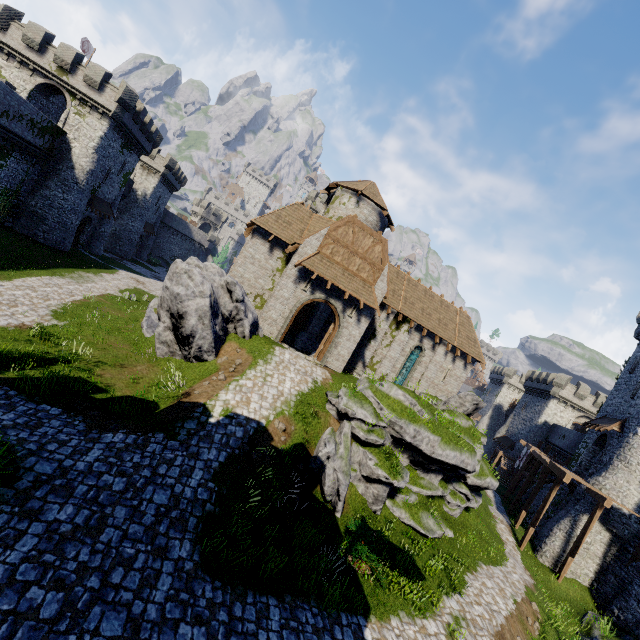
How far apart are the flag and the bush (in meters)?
51.33

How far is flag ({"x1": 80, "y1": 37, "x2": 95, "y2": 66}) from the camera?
34.9 meters

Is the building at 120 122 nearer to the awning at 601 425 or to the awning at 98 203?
the awning at 98 203

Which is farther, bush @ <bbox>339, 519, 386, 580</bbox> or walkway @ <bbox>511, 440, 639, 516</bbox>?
walkway @ <bbox>511, 440, 639, 516</bbox>

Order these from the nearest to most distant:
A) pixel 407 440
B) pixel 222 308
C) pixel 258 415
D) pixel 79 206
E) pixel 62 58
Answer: pixel 258 415 < pixel 407 440 < pixel 222 308 < pixel 62 58 < pixel 79 206

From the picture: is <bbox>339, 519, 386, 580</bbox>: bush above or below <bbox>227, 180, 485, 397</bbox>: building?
below

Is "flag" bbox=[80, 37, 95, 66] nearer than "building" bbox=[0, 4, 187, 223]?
No

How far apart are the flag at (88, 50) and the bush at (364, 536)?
51.3 meters
